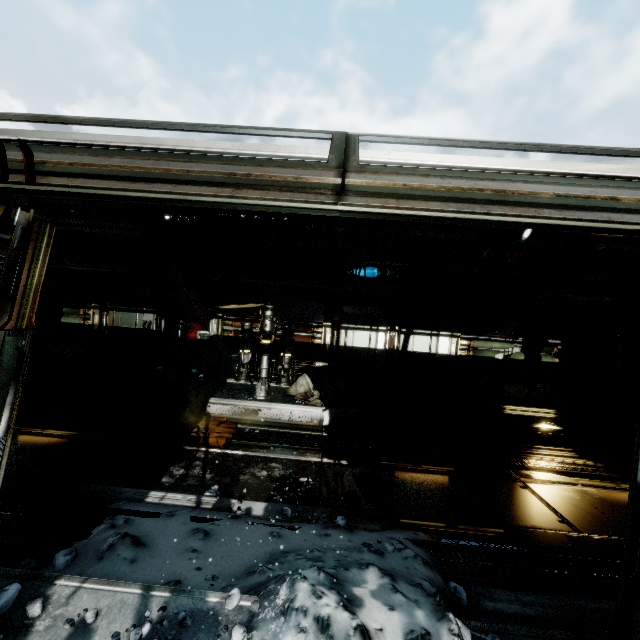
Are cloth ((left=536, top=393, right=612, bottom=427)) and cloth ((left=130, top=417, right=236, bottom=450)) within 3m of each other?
no

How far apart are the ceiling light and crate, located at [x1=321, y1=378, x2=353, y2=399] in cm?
348

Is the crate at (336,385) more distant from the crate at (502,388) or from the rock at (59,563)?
the rock at (59,563)

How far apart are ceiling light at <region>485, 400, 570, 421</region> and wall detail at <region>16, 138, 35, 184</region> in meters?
8.9

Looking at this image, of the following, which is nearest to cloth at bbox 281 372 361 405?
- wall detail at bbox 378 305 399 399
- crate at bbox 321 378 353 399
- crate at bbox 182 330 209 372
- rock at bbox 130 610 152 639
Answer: crate at bbox 321 378 353 399

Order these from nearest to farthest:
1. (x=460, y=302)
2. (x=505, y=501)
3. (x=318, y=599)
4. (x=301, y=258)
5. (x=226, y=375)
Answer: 1. (x=318, y=599)
2. (x=505, y=501)
3. (x=301, y=258)
4. (x=460, y=302)
5. (x=226, y=375)

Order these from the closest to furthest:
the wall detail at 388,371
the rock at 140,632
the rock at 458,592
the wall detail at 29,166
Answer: the wall detail at 29,166
the rock at 140,632
the rock at 458,592
the wall detail at 388,371

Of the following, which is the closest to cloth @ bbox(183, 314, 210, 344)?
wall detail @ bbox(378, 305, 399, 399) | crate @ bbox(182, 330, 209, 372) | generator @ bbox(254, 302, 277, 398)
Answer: crate @ bbox(182, 330, 209, 372)
